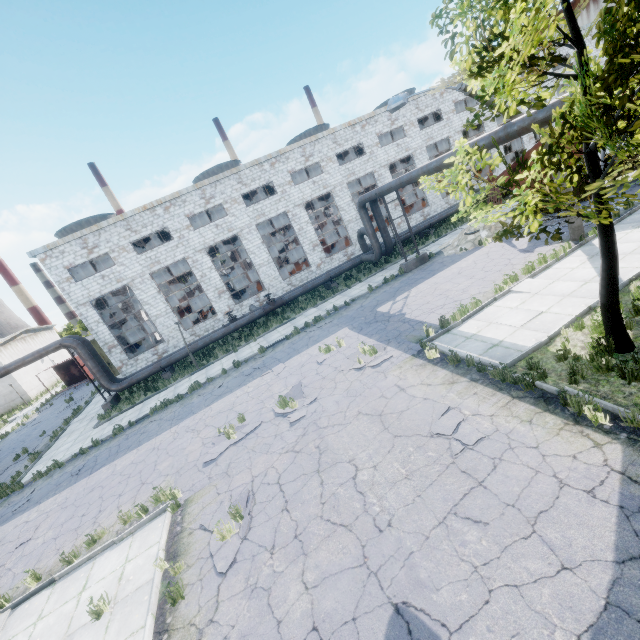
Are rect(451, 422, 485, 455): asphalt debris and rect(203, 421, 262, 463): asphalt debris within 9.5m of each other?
yes

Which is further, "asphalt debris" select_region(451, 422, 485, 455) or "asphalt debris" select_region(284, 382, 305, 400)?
"asphalt debris" select_region(284, 382, 305, 400)

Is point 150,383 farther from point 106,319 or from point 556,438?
point 556,438

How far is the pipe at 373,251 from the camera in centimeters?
1434cm

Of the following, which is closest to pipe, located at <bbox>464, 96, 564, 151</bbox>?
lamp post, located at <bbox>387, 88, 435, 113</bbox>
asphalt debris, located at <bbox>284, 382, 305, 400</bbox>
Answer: lamp post, located at <bbox>387, 88, 435, 113</bbox>

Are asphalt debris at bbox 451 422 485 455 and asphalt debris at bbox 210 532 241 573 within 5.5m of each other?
yes

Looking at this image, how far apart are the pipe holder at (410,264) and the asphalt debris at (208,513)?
15.6m

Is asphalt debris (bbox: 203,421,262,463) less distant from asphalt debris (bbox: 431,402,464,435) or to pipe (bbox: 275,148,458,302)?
asphalt debris (bbox: 431,402,464,435)
